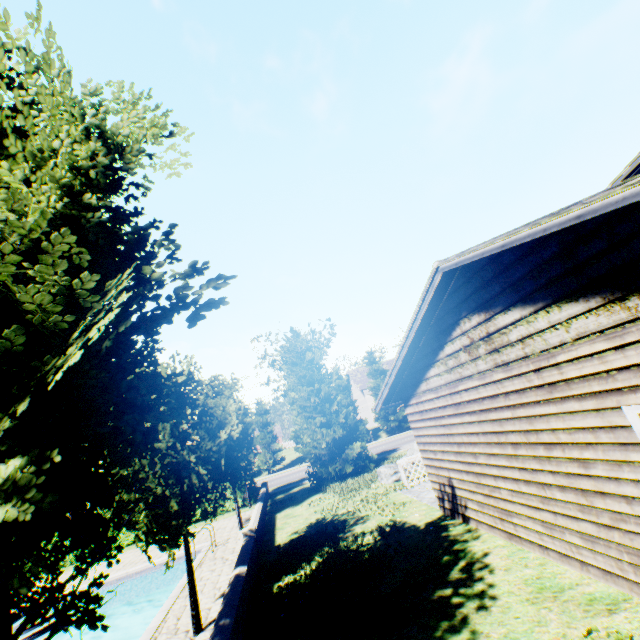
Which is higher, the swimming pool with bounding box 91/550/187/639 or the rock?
the rock

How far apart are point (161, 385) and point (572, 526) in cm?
671

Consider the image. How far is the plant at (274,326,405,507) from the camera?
19.5 meters

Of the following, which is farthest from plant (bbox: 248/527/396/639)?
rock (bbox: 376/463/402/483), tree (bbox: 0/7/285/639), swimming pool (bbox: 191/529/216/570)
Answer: swimming pool (bbox: 191/529/216/570)

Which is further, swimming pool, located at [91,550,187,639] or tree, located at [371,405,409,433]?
tree, located at [371,405,409,433]

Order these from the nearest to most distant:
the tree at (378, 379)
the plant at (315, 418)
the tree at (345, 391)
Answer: A: the plant at (315, 418) < the tree at (345, 391) < the tree at (378, 379)

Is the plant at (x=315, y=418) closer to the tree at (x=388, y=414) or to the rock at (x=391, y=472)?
the rock at (x=391, y=472)

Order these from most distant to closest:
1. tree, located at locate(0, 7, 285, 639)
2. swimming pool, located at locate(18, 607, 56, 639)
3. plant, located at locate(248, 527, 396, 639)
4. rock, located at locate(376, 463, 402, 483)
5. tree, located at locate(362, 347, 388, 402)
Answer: tree, located at locate(362, 347, 388, 402) → rock, located at locate(376, 463, 402, 483) → swimming pool, located at locate(18, 607, 56, 639) → plant, located at locate(248, 527, 396, 639) → tree, located at locate(0, 7, 285, 639)
